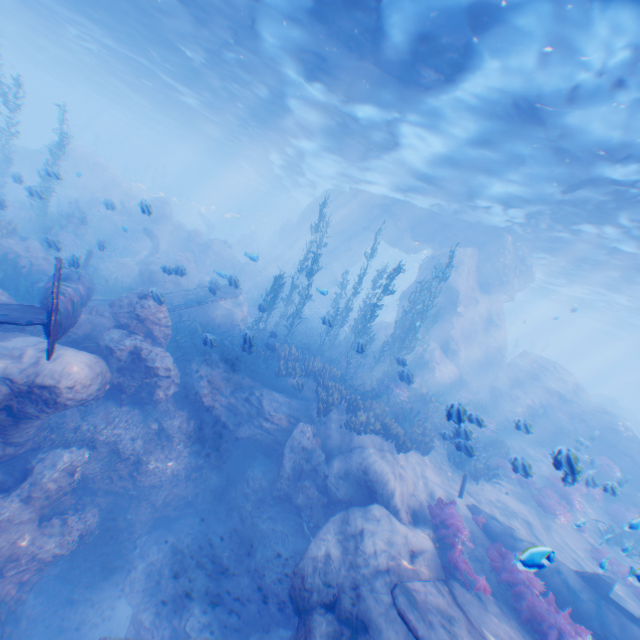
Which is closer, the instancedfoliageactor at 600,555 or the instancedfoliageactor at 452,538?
the instancedfoliageactor at 600,555

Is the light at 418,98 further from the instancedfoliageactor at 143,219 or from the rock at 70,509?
the instancedfoliageactor at 143,219

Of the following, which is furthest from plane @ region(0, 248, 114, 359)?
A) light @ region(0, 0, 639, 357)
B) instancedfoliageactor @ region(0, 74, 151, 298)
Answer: light @ region(0, 0, 639, 357)

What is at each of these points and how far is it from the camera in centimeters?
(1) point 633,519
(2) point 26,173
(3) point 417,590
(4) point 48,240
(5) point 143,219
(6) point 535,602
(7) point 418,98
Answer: (1) instancedfoliageactor, 519cm
(2) rock, 2722cm
(3) plane, 605cm
(4) instancedfoliageactor, 1062cm
(5) instancedfoliageactor, 2469cm
(6) instancedfoliageactor, 740cm
(7) light, 1260cm

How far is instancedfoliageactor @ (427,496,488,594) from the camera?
7.5 meters

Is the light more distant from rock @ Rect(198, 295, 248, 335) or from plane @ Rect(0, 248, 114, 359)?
plane @ Rect(0, 248, 114, 359)
